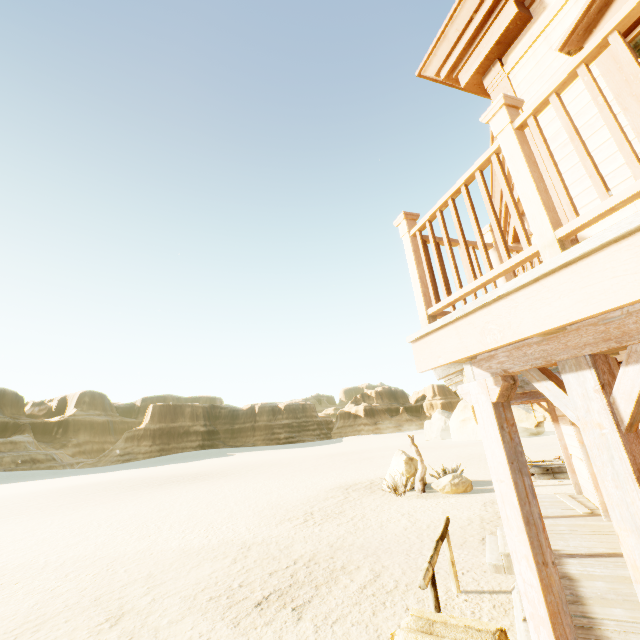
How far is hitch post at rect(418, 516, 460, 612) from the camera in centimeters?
402cm

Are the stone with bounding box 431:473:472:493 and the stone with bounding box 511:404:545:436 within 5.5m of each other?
no

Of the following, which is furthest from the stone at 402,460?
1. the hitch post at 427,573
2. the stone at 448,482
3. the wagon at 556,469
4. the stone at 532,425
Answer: the stone at 532,425

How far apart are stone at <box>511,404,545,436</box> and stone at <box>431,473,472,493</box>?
33.0 meters

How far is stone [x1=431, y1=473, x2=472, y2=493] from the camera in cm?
1278

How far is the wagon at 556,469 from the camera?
13.5m

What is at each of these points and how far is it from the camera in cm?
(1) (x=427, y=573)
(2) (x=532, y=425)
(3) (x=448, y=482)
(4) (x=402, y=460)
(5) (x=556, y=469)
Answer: (1) hitch post, 407
(2) stone, 3938
(3) stone, 1291
(4) stone, 1483
(5) wagon, 1361

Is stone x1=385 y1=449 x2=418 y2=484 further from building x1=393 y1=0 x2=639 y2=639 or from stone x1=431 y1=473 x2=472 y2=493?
building x1=393 y1=0 x2=639 y2=639
